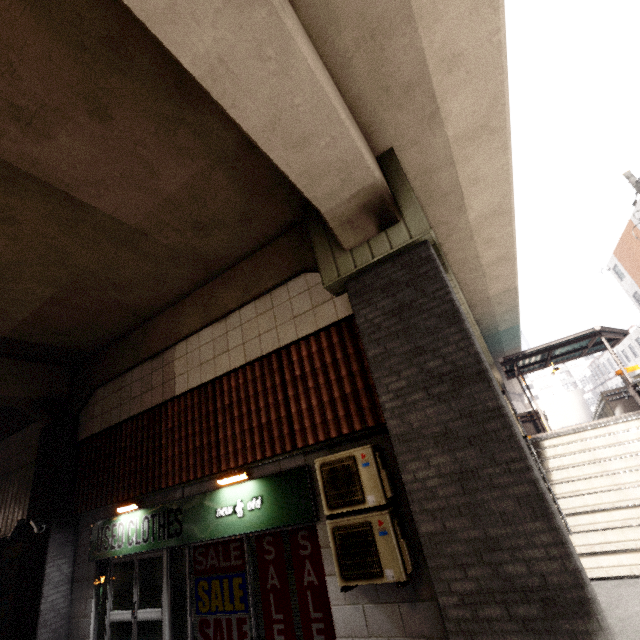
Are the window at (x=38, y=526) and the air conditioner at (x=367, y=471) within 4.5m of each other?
no

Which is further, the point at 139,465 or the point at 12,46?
the point at 139,465

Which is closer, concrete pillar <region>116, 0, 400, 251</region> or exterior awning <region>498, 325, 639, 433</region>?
concrete pillar <region>116, 0, 400, 251</region>

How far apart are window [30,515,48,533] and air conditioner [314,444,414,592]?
7.18m

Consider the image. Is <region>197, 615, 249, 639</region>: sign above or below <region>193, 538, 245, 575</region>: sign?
below

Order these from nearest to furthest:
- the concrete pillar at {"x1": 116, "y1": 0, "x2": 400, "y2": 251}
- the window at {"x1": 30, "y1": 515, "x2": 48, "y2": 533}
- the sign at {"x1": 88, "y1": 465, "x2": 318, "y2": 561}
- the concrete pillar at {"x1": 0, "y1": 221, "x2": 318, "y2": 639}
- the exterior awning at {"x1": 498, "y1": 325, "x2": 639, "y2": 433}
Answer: the concrete pillar at {"x1": 116, "y1": 0, "x2": 400, "y2": 251}
the sign at {"x1": 88, "y1": 465, "x2": 318, "y2": 561}
the concrete pillar at {"x1": 0, "y1": 221, "x2": 318, "y2": 639}
the window at {"x1": 30, "y1": 515, "x2": 48, "y2": 533}
the exterior awning at {"x1": 498, "y1": 325, "x2": 639, "y2": 433}

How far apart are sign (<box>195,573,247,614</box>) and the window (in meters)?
4.14

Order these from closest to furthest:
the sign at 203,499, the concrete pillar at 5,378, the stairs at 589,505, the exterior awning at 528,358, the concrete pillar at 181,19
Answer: the concrete pillar at 181,19, the sign at 203,499, the stairs at 589,505, the concrete pillar at 5,378, the exterior awning at 528,358
